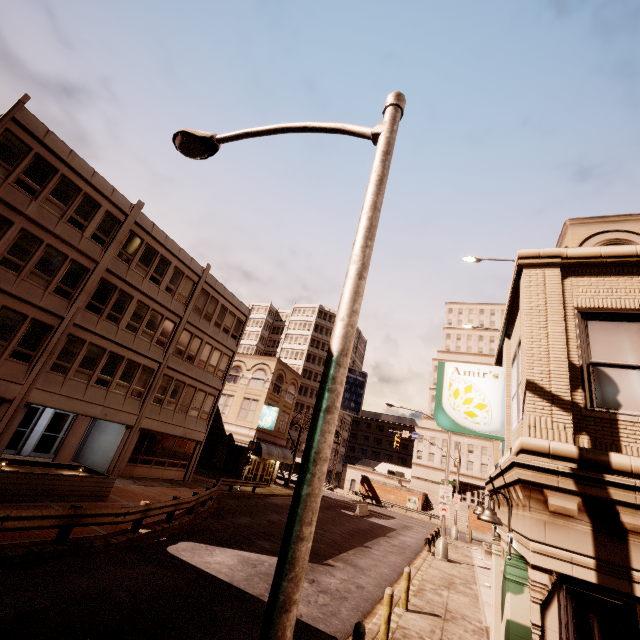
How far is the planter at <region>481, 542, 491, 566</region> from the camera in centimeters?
2334cm

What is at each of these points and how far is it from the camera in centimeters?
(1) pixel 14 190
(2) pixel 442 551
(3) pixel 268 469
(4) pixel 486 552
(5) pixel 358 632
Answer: (1) building, 1556cm
(2) street light, 2111cm
(3) building, 3681cm
(4) planter, 2362cm
(5) bollard, 597cm

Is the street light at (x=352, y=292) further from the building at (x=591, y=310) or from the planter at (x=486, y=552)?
the planter at (x=486, y=552)

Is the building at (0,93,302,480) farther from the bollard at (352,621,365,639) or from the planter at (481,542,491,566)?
the planter at (481,542,491,566)

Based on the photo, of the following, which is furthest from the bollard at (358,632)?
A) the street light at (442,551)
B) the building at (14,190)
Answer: the street light at (442,551)

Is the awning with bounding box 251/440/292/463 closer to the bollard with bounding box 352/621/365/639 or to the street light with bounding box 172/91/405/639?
the bollard with bounding box 352/621/365/639

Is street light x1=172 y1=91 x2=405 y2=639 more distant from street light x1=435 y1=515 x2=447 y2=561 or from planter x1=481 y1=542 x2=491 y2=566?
planter x1=481 y1=542 x2=491 y2=566

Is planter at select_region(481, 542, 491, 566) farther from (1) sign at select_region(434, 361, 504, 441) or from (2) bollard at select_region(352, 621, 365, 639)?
(2) bollard at select_region(352, 621, 365, 639)
